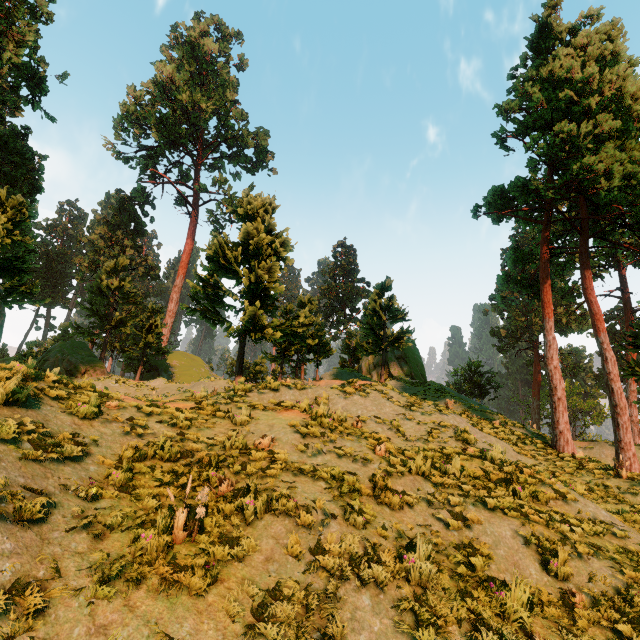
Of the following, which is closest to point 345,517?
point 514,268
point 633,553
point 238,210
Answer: point 633,553

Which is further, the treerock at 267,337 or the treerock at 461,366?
the treerock at 461,366

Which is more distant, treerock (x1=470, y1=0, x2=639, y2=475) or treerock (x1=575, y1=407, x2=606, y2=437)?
treerock (x1=575, y1=407, x2=606, y2=437)

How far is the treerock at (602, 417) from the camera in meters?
49.4 m

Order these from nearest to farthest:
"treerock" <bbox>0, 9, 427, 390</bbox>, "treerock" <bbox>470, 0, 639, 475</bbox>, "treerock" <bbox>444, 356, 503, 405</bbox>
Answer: "treerock" <bbox>470, 0, 639, 475</bbox>
"treerock" <bbox>0, 9, 427, 390</bbox>
"treerock" <bbox>444, 356, 503, 405</bbox>

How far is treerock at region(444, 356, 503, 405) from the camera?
38.34m
